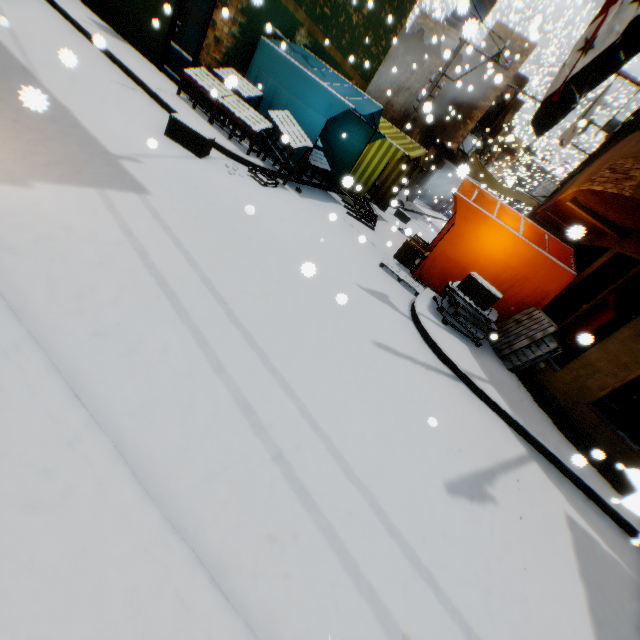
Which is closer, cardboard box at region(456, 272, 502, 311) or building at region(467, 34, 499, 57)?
cardboard box at region(456, 272, 502, 311)

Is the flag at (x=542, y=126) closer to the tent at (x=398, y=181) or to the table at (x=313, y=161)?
the tent at (x=398, y=181)

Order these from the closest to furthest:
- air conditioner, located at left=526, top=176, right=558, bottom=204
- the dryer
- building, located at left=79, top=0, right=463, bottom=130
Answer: building, located at left=79, top=0, right=463, bottom=130, the dryer, air conditioner, located at left=526, top=176, right=558, bottom=204

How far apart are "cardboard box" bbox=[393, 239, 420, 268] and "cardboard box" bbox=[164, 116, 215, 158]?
5.1 meters

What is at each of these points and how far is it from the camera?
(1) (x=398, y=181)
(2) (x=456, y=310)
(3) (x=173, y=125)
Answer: (1) tent, 12.6m
(2) wooden pallet, 6.3m
(3) cardboard box, 5.9m

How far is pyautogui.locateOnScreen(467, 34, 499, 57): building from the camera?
14.8m

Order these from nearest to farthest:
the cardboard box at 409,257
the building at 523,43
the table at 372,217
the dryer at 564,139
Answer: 1. the cardboard box at 409,257
2. the dryer at 564,139
3. the table at 372,217
4. the building at 523,43

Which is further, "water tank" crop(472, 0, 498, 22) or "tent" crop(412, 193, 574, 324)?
"water tank" crop(472, 0, 498, 22)
